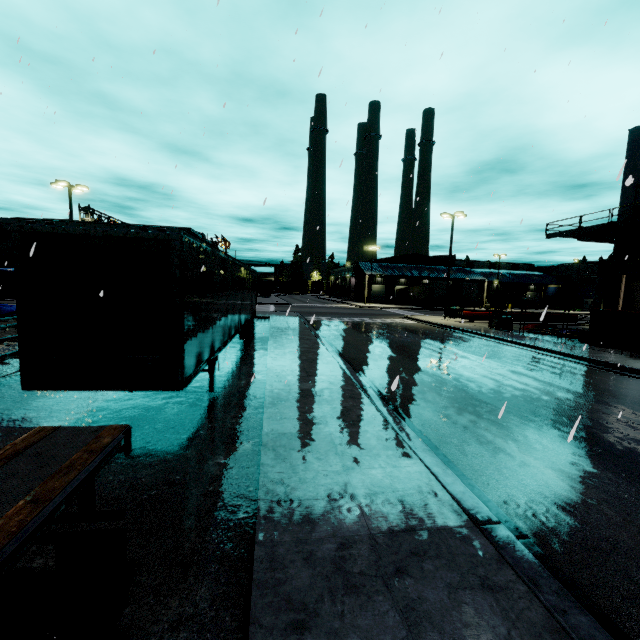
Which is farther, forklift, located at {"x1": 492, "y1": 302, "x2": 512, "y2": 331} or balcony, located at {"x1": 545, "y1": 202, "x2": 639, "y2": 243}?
forklift, located at {"x1": 492, "y1": 302, "x2": 512, "y2": 331}

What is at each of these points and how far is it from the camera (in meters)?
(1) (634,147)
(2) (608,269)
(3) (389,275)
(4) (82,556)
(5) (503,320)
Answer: (1) building, 22.83
(2) vent duct, 23.28
(3) building, 58.47
(4) semi trailer, 2.66
(5) forklift, 24.61

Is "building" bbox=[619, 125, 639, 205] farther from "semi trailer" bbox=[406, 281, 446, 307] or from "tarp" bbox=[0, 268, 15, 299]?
"tarp" bbox=[0, 268, 15, 299]

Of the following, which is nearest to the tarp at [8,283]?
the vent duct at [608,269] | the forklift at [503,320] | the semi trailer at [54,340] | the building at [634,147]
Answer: the semi trailer at [54,340]

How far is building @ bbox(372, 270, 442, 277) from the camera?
58.40m

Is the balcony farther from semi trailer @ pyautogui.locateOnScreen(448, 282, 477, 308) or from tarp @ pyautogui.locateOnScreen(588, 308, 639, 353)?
semi trailer @ pyautogui.locateOnScreen(448, 282, 477, 308)

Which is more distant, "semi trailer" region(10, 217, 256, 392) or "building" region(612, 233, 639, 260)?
"building" region(612, 233, 639, 260)

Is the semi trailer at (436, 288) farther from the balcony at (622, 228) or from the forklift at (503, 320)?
the forklift at (503, 320)
